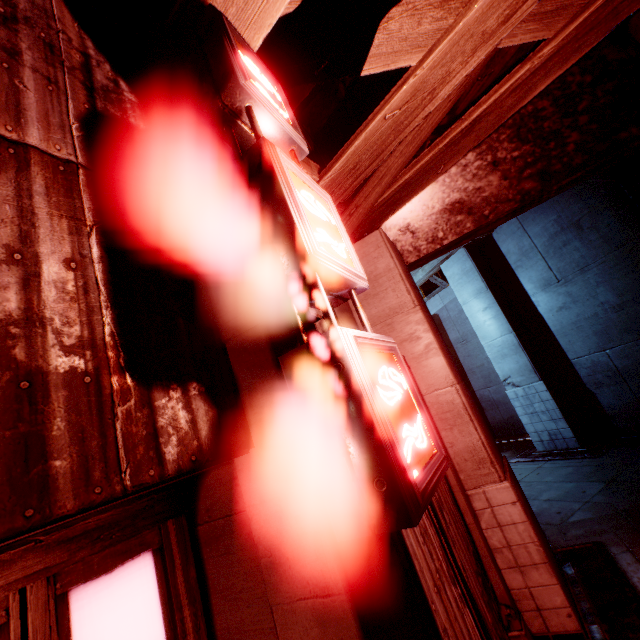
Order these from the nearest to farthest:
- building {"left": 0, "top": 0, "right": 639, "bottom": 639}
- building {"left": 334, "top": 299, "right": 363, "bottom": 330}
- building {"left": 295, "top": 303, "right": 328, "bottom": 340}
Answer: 1. building {"left": 0, "top": 0, "right": 639, "bottom": 639}
2. building {"left": 295, "top": 303, "right": 328, "bottom": 340}
3. building {"left": 334, "top": 299, "right": 363, "bottom": 330}

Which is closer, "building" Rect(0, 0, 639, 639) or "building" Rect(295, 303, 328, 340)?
"building" Rect(0, 0, 639, 639)

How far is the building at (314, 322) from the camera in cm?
175

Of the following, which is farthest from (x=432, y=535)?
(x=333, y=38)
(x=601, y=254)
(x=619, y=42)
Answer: (x=601, y=254)

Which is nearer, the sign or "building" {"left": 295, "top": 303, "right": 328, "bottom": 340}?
the sign

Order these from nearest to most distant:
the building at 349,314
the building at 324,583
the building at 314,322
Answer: the building at 324,583
the building at 314,322
the building at 349,314

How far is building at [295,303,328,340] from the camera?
1.75m
